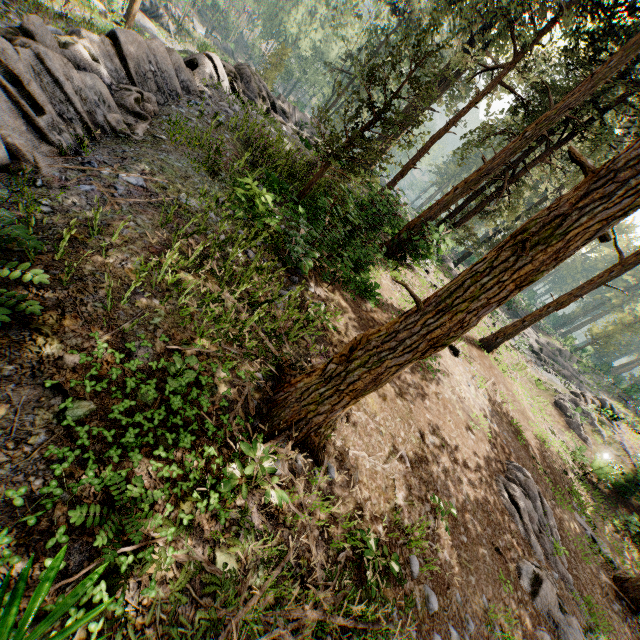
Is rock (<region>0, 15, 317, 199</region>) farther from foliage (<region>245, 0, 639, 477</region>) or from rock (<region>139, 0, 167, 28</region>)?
rock (<region>139, 0, 167, 28</region>)

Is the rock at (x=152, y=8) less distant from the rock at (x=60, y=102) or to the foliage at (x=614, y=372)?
the foliage at (x=614, y=372)

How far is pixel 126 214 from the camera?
5.4 meters

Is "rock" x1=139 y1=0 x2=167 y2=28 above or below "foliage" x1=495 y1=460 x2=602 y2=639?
below

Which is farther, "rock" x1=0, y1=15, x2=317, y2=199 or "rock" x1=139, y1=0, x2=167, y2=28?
"rock" x1=139, y1=0, x2=167, y2=28

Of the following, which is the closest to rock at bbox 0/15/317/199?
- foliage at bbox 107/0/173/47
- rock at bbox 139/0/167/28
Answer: foliage at bbox 107/0/173/47

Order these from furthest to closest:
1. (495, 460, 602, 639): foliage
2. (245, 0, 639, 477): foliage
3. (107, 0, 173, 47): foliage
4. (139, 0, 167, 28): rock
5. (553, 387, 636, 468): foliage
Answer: (139, 0, 167, 28): rock < (107, 0, 173, 47): foliage < (553, 387, 636, 468): foliage < (495, 460, 602, 639): foliage < (245, 0, 639, 477): foliage
